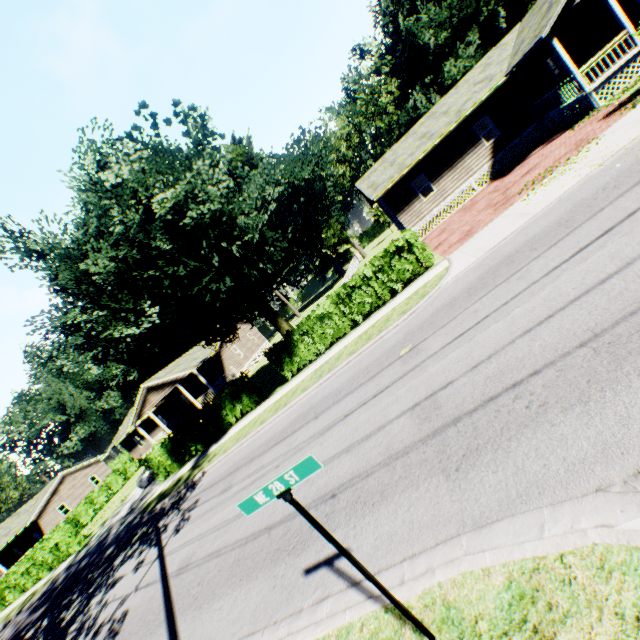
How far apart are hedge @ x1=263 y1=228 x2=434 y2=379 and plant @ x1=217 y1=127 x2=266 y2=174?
36.3 meters

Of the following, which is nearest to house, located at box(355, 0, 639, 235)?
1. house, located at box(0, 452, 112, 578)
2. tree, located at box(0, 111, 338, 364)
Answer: tree, located at box(0, 111, 338, 364)

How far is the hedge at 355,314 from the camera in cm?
1478

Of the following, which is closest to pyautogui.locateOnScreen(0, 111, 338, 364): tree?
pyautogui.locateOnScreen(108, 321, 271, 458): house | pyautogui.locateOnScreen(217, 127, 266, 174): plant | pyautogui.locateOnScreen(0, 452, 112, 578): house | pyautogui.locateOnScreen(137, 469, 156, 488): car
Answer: pyautogui.locateOnScreen(108, 321, 271, 458): house

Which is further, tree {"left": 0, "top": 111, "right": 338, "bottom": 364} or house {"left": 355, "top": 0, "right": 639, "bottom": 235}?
house {"left": 355, "top": 0, "right": 639, "bottom": 235}

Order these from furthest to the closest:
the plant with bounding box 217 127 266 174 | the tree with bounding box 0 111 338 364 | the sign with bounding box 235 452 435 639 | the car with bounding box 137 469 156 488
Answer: the plant with bounding box 217 127 266 174
the car with bounding box 137 469 156 488
the tree with bounding box 0 111 338 364
the sign with bounding box 235 452 435 639

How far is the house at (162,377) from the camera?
31.3m

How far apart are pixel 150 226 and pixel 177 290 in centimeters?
315cm
